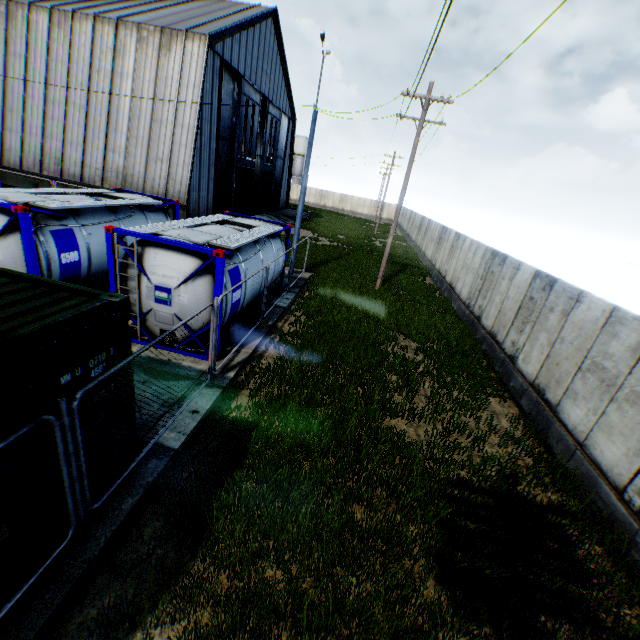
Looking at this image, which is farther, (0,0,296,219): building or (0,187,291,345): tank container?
(0,0,296,219): building

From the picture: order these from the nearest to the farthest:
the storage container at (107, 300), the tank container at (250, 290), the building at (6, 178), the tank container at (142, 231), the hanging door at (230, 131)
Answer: the storage container at (107, 300) < the tank container at (142, 231) < the tank container at (250, 290) < the building at (6, 178) < the hanging door at (230, 131)

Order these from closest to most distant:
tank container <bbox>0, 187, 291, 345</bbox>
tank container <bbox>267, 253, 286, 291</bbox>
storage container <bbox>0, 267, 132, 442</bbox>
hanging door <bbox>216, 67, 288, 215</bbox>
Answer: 1. storage container <bbox>0, 267, 132, 442</bbox>
2. tank container <bbox>0, 187, 291, 345</bbox>
3. tank container <bbox>267, 253, 286, 291</bbox>
4. hanging door <bbox>216, 67, 288, 215</bbox>

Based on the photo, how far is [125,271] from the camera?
8.22m

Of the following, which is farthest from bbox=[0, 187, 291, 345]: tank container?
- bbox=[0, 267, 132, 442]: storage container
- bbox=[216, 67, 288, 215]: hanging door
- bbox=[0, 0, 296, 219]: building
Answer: bbox=[216, 67, 288, 215]: hanging door

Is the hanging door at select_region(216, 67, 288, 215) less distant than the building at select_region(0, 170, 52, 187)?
No

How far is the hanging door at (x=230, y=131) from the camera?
24.72m

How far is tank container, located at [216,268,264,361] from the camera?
8.42m
